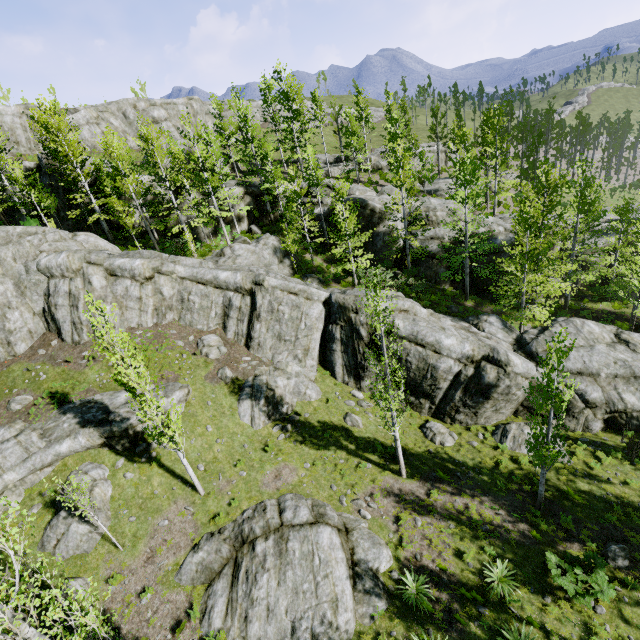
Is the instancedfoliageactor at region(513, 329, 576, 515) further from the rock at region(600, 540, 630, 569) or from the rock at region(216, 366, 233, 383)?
the rock at region(600, 540, 630, 569)

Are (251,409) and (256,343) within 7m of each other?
yes

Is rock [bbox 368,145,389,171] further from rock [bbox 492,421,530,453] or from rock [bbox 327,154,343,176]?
rock [bbox 492,421,530,453]

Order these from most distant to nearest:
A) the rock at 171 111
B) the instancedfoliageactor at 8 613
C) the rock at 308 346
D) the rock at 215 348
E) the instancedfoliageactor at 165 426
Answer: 1. the rock at 171 111
2. the rock at 215 348
3. the rock at 308 346
4. the instancedfoliageactor at 165 426
5. the instancedfoliageactor at 8 613

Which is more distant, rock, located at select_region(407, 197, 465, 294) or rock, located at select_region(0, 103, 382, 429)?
rock, located at select_region(407, 197, 465, 294)

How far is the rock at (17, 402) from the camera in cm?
1702

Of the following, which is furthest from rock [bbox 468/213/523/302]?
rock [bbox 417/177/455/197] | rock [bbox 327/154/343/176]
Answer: rock [bbox 417/177/455/197]

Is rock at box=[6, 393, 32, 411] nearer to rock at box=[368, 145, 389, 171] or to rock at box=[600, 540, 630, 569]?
rock at box=[600, 540, 630, 569]
